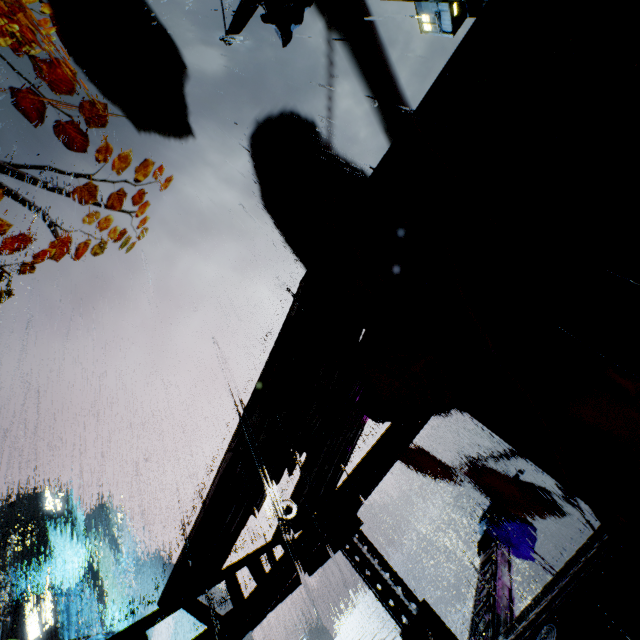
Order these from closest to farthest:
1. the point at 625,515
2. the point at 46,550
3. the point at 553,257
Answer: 1. the point at 625,515
2. the point at 553,257
3. the point at 46,550

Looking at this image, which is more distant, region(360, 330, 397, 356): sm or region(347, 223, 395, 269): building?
region(360, 330, 397, 356): sm

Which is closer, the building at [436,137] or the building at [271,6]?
the building at [436,137]

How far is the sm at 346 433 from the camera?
6.2 meters

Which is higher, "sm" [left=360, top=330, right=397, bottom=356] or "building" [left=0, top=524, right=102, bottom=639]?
"building" [left=0, top=524, right=102, bottom=639]

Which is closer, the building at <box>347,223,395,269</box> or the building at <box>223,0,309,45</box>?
the building at <box>347,223,395,269</box>

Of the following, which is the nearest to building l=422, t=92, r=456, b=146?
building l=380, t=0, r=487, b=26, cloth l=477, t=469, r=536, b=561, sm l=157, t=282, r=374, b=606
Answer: sm l=157, t=282, r=374, b=606
